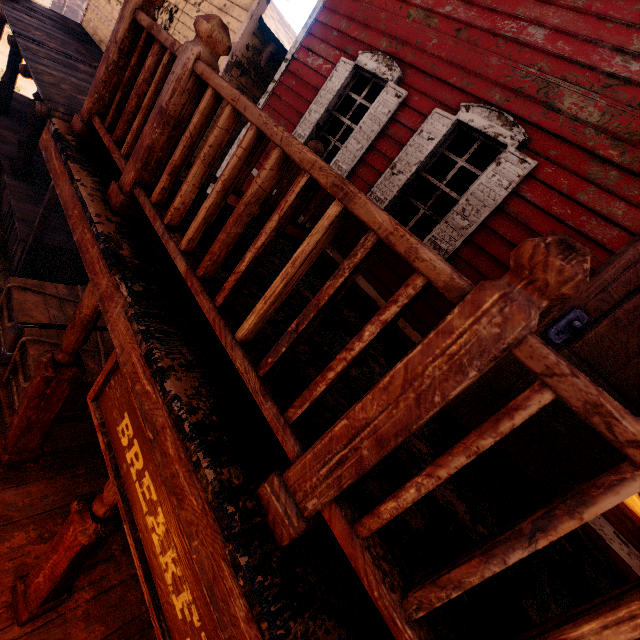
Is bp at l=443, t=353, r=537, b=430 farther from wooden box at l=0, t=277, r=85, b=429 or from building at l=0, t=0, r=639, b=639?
wooden box at l=0, t=277, r=85, b=429

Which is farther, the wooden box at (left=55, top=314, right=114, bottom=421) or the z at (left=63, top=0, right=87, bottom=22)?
the z at (left=63, top=0, right=87, bottom=22)

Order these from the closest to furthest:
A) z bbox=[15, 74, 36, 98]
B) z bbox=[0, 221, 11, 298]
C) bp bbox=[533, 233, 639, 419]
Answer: bp bbox=[533, 233, 639, 419] → z bbox=[0, 221, 11, 298] → z bbox=[15, 74, 36, 98]

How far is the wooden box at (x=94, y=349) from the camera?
4.4m

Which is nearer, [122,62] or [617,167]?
[122,62]

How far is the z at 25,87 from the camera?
14.7m

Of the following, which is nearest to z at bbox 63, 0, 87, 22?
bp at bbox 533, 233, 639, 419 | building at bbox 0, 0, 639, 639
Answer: building at bbox 0, 0, 639, 639

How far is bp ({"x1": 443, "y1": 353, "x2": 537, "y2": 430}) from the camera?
2.5m
